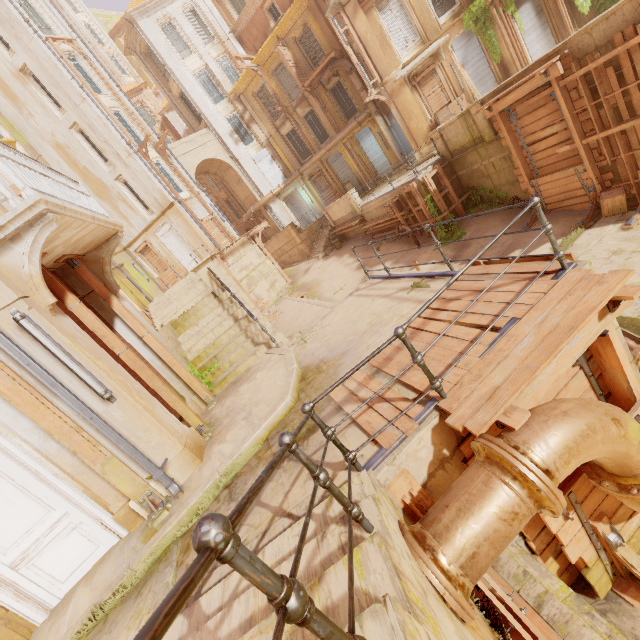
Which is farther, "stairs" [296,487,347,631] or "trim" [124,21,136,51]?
"trim" [124,21,136,51]

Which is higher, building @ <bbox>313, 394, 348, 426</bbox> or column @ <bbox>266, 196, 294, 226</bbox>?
column @ <bbox>266, 196, 294, 226</bbox>

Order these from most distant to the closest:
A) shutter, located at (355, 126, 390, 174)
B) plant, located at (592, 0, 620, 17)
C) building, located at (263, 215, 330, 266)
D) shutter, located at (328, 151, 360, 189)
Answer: building, located at (263, 215, 330, 266), shutter, located at (328, 151, 360, 189), shutter, located at (355, 126, 390, 174), plant, located at (592, 0, 620, 17)

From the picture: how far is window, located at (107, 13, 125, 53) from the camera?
43.28m

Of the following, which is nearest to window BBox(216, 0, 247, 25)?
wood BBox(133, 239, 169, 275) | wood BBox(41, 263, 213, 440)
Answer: wood BBox(133, 239, 169, 275)

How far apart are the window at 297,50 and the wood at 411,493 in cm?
2840

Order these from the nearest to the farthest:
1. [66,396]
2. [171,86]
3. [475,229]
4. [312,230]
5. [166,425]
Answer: [66,396] → [166,425] → [475,229] → [171,86] → [312,230]

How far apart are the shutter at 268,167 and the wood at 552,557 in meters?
29.3 m
